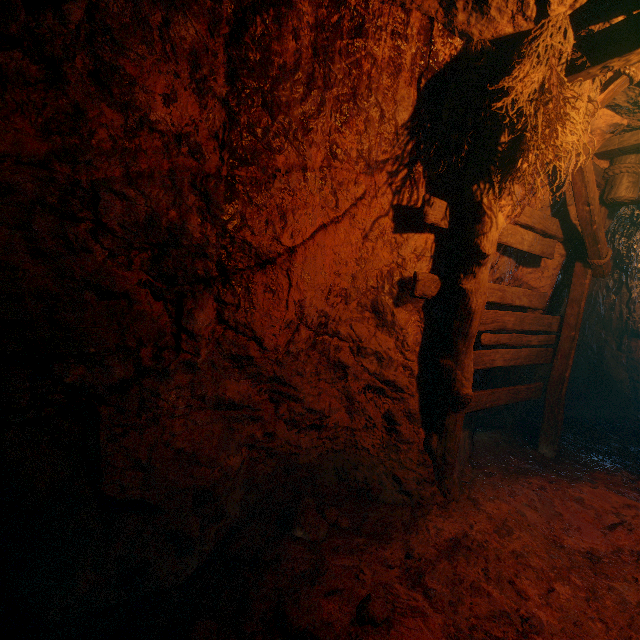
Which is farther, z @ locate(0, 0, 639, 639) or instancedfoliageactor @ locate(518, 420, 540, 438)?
instancedfoliageactor @ locate(518, 420, 540, 438)

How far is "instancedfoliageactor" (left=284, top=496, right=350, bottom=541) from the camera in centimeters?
273cm

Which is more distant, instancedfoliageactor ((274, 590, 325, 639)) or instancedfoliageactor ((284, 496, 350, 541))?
instancedfoliageactor ((284, 496, 350, 541))

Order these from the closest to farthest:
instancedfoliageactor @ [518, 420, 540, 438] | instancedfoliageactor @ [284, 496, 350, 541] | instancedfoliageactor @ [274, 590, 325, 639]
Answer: instancedfoliageactor @ [274, 590, 325, 639] → instancedfoliageactor @ [284, 496, 350, 541] → instancedfoliageactor @ [518, 420, 540, 438]

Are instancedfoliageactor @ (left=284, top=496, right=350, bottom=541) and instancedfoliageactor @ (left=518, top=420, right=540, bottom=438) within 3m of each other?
no

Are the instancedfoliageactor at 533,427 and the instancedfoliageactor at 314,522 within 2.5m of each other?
no

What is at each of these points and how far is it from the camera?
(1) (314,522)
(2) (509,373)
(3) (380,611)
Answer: (1) instancedfoliageactor, 2.8 meters
(2) z, 5.4 meters
(3) instancedfoliageactor, 2.0 meters

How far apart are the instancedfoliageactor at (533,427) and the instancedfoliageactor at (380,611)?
4.6m
